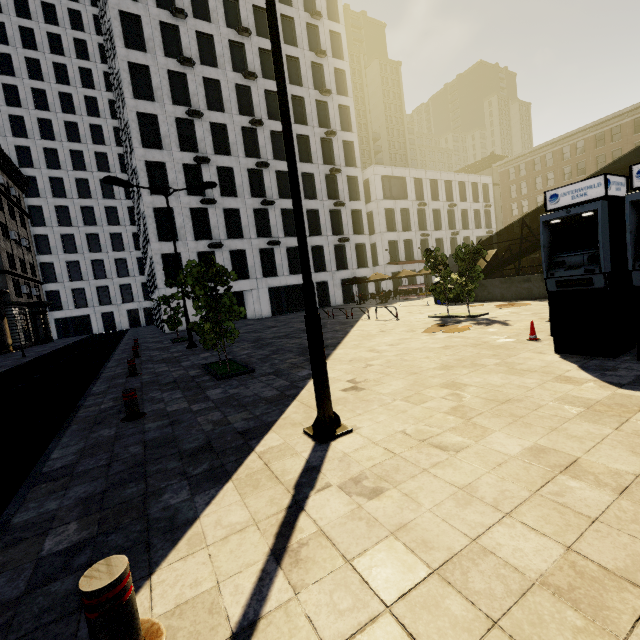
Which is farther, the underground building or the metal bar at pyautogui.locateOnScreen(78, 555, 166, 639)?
the underground building

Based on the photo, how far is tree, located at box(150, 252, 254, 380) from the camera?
8.0 meters

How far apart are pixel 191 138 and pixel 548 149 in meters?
52.1 m

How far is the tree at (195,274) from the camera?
8.0m

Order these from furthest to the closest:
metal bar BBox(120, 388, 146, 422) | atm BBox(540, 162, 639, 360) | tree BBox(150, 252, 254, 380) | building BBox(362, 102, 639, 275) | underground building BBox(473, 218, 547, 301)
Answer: building BBox(362, 102, 639, 275) < underground building BBox(473, 218, 547, 301) < tree BBox(150, 252, 254, 380) < metal bar BBox(120, 388, 146, 422) < atm BBox(540, 162, 639, 360)

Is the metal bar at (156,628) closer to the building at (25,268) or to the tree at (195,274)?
the tree at (195,274)

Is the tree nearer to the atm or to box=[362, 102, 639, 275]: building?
box=[362, 102, 639, 275]: building

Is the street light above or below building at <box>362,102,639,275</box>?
below
